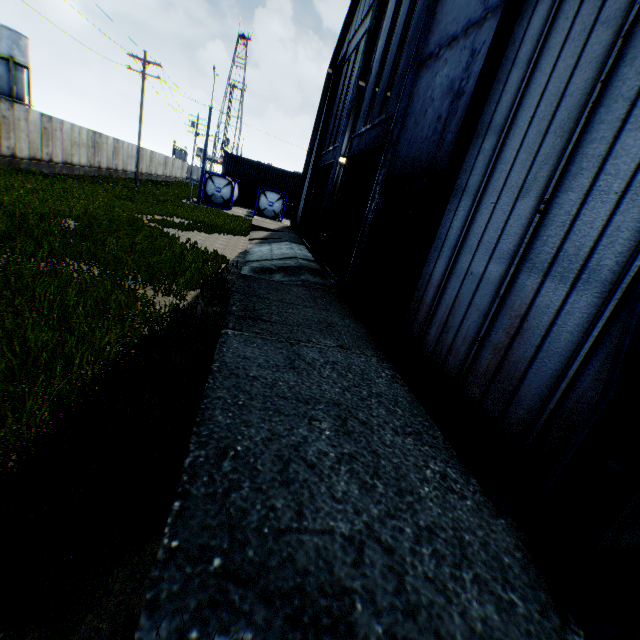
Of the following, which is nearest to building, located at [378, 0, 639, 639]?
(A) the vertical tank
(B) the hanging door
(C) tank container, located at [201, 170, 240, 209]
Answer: (B) the hanging door

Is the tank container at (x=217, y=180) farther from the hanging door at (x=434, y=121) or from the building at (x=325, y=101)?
the hanging door at (x=434, y=121)

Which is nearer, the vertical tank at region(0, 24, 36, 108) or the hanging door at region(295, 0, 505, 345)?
the hanging door at region(295, 0, 505, 345)

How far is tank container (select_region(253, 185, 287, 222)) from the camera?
32.1 meters

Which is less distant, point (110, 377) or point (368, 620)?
point (368, 620)

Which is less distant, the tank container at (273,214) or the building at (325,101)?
the building at (325,101)

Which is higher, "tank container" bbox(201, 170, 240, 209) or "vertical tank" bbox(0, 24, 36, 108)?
"vertical tank" bbox(0, 24, 36, 108)
